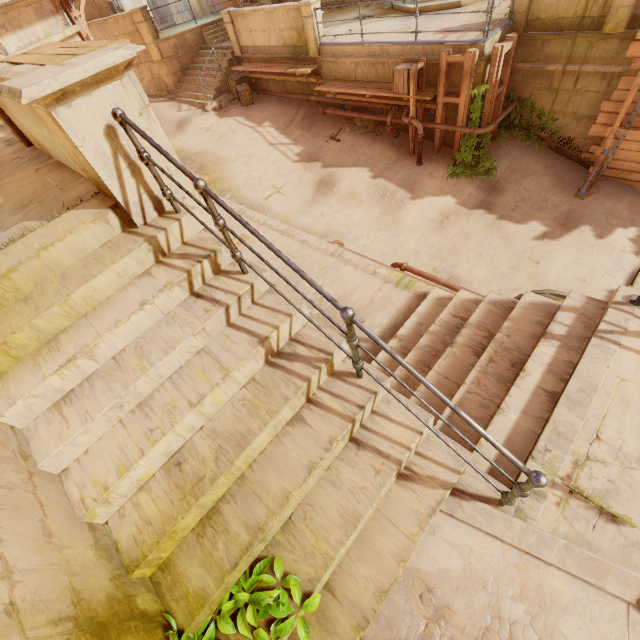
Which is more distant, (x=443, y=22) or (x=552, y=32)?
(x=443, y=22)

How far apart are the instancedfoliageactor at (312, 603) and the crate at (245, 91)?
16.86m

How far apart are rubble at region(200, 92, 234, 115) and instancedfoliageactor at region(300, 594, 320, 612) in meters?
17.2 m

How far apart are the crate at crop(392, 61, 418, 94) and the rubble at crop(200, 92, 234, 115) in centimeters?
809cm

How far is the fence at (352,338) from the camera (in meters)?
2.26

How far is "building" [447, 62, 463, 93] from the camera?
9.07m

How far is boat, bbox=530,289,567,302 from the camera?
6.6 meters

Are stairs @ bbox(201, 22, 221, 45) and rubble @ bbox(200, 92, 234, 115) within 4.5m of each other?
yes
